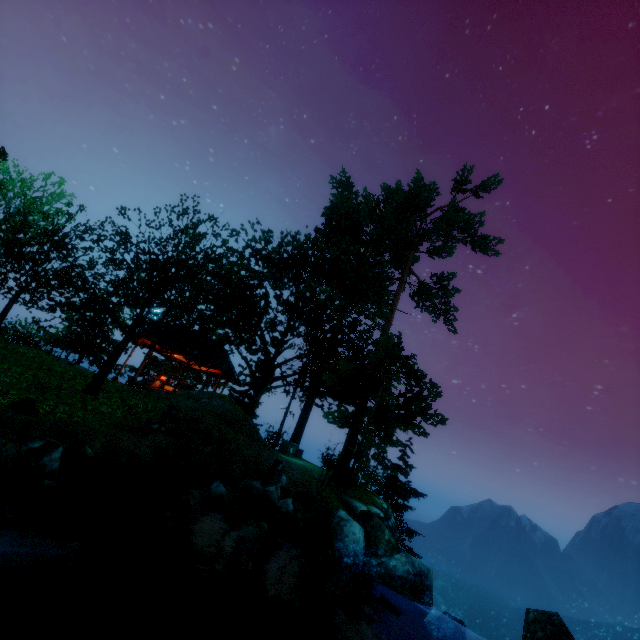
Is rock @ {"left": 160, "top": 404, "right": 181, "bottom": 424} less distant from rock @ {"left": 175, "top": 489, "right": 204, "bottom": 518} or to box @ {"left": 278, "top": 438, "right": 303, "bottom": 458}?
rock @ {"left": 175, "top": 489, "right": 204, "bottom": 518}

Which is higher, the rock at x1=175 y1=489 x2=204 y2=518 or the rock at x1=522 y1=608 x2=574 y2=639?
the rock at x1=522 y1=608 x2=574 y2=639

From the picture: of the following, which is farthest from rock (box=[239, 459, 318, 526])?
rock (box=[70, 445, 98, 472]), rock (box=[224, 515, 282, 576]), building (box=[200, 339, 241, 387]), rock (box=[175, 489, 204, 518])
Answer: building (box=[200, 339, 241, 387])

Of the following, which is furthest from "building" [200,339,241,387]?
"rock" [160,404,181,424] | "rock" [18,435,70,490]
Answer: "rock" [18,435,70,490]

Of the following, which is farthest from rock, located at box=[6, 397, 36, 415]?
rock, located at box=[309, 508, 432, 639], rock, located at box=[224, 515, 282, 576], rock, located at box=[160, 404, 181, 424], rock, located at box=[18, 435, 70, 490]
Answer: rock, located at box=[309, 508, 432, 639]

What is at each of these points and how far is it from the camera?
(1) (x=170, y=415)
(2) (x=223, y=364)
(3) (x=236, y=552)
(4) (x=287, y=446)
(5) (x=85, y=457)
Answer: (1) rock, 10.06m
(2) building, 18.55m
(3) rock, 6.95m
(4) box, 20.19m
(5) rock, 6.84m

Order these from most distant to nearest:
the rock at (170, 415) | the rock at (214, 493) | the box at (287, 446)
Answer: the box at (287, 446) < the rock at (170, 415) < the rock at (214, 493)

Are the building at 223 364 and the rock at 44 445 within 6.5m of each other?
no
